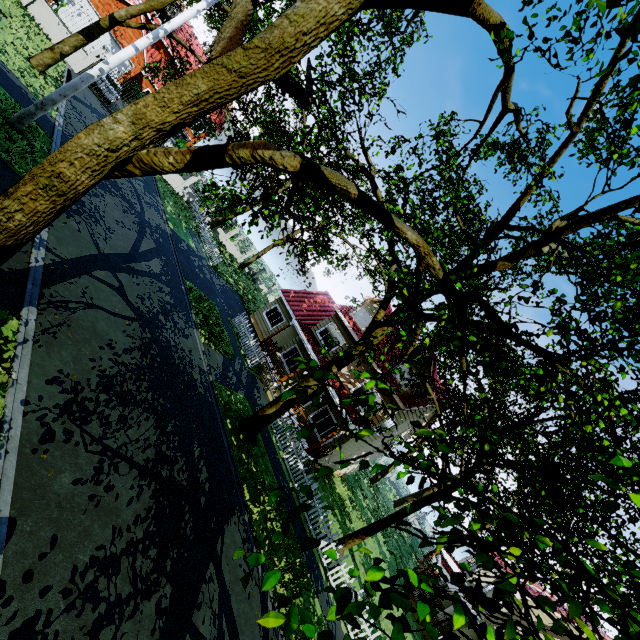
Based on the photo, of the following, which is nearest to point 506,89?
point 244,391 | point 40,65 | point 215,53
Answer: point 215,53

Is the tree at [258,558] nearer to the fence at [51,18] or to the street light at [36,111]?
the fence at [51,18]

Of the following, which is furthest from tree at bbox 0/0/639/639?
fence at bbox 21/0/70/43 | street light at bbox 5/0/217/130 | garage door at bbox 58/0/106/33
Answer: garage door at bbox 58/0/106/33

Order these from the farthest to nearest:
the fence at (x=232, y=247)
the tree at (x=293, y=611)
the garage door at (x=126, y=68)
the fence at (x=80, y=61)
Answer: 1. the fence at (x=232, y=247)
2. the garage door at (x=126, y=68)
3. the fence at (x=80, y=61)
4. the tree at (x=293, y=611)

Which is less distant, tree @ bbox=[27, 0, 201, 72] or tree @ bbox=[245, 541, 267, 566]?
tree @ bbox=[245, 541, 267, 566]

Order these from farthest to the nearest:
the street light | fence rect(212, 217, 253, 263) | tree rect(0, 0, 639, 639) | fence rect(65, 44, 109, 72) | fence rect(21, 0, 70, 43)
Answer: fence rect(212, 217, 253, 263) → fence rect(65, 44, 109, 72) → fence rect(21, 0, 70, 43) → the street light → tree rect(0, 0, 639, 639)

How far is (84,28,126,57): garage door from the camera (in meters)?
25.30
